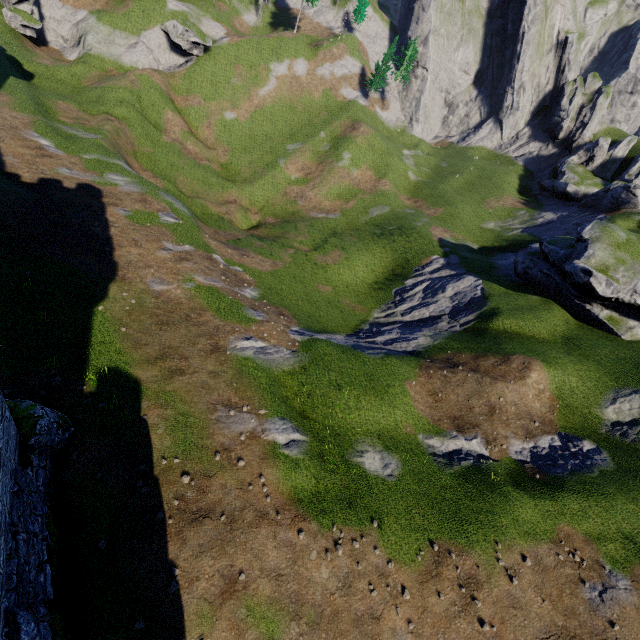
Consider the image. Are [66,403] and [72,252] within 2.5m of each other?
no
